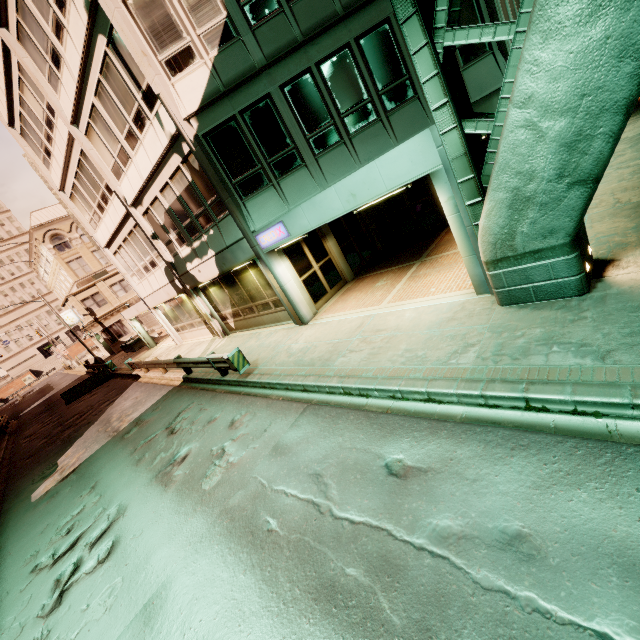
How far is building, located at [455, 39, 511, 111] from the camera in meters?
8.0 m

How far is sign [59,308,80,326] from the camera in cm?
3748

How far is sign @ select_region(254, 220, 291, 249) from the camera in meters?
9.7 m

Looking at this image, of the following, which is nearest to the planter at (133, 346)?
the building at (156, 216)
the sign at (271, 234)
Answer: the building at (156, 216)

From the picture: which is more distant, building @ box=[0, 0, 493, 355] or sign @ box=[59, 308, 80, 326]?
sign @ box=[59, 308, 80, 326]

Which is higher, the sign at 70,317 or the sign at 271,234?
the sign at 70,317

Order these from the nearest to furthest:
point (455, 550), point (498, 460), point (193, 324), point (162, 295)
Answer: point (455, 550), point (498, 460), point (162, 295), point (193, 324)

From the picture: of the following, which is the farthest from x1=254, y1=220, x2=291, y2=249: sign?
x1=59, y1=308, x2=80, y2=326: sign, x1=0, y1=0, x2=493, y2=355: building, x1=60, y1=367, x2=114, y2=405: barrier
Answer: x1=59, y1=308, x2=80, y2=326: sign
